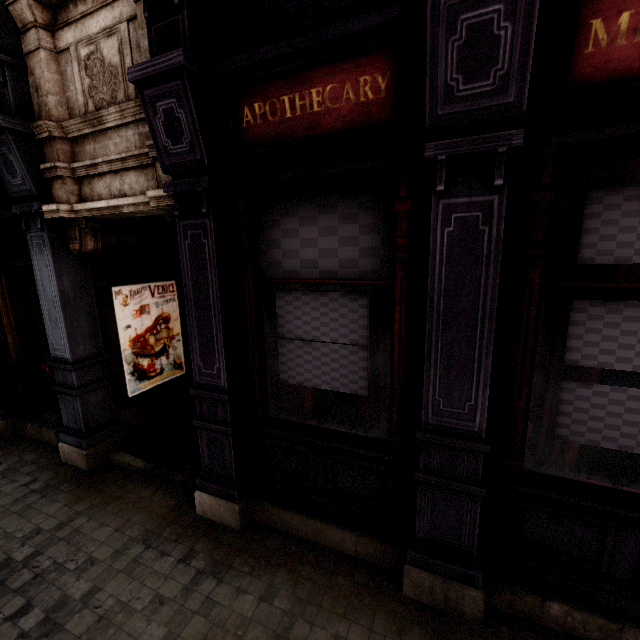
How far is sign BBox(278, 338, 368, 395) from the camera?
3.13m

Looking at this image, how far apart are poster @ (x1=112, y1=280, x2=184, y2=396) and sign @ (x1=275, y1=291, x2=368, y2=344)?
3.2m

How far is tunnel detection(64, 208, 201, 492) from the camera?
4.57m

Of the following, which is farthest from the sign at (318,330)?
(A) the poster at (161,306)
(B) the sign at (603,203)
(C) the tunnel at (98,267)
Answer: (A) the poster at (161,306)

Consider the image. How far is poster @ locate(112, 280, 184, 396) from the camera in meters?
5.4

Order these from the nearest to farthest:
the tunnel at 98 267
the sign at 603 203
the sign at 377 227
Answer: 1. the sign at 603 203
2. the sign at 377 227
3. the tunnel at 98 267

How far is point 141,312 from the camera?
5.65m

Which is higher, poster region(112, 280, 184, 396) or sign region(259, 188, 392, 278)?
sign region(259, 188, 392, 278)
